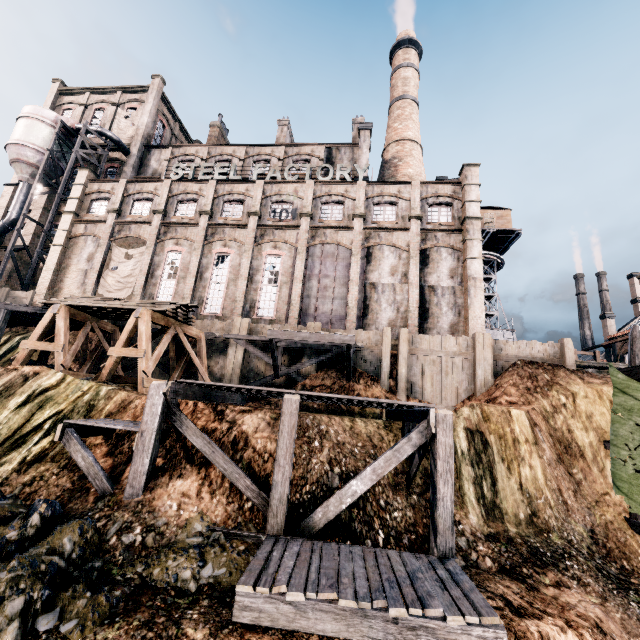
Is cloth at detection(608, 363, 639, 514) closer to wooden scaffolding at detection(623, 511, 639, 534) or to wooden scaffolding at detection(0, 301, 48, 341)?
wooden scaffolding at detection(623, 511, 639, 534)

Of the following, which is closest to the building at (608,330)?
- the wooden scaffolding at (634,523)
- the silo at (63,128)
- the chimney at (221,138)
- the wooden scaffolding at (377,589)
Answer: the silo at (63,128)

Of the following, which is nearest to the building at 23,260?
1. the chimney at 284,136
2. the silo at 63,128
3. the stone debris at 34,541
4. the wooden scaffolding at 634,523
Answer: the silo at 63,128

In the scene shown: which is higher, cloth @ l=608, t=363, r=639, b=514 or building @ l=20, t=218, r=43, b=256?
building @ l=20, t=218, r=43, b=256

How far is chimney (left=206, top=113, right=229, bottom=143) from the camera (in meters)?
40.81

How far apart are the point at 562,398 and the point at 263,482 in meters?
15.6 m

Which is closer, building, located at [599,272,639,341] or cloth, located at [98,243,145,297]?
cloth, located at [98,243,145,297]

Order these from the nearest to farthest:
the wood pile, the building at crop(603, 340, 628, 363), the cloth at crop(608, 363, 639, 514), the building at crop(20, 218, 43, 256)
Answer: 1. the cloth at crop(608, 363, 639, 514)
2. the wood pile
3. the building at crop(20, 218, 43, 256)
4. the building at crop(603, 340, 628, 363)
